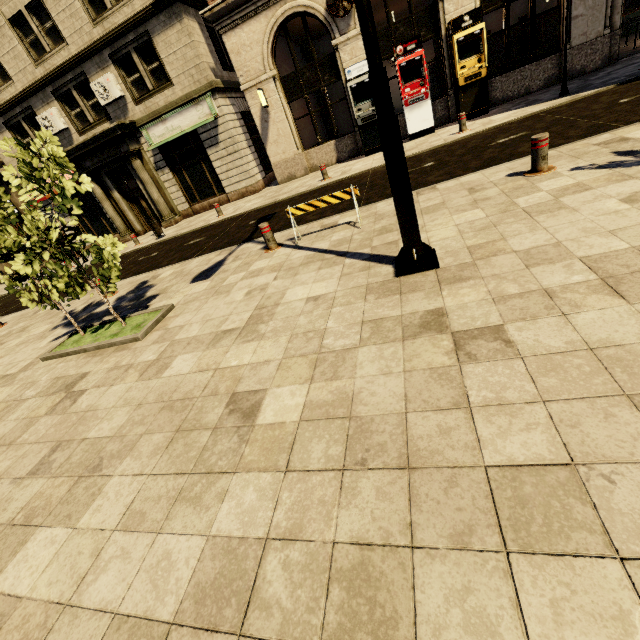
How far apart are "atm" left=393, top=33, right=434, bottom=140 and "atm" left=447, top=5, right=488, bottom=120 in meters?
0.9

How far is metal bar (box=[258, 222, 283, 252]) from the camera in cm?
663

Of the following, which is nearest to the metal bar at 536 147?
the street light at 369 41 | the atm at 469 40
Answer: the street light at 369 41

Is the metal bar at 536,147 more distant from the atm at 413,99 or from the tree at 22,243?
the atm at 413,99

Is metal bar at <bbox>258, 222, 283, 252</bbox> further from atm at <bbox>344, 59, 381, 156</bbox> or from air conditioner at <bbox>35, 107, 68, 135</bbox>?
air conditioner at <bbox>35, 107, 68, 135</bbox>

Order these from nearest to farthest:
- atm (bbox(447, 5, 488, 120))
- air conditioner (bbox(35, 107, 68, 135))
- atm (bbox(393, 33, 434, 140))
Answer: atm (bbox(447, 5, 488, 120)) → atm (bbox(393, 33, 434, 140)) → air conditioner (bbox(35, 107, 68, 135))

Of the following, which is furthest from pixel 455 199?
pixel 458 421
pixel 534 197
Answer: pixel 458 421

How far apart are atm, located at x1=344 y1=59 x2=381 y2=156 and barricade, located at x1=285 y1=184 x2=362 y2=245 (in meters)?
9.08
